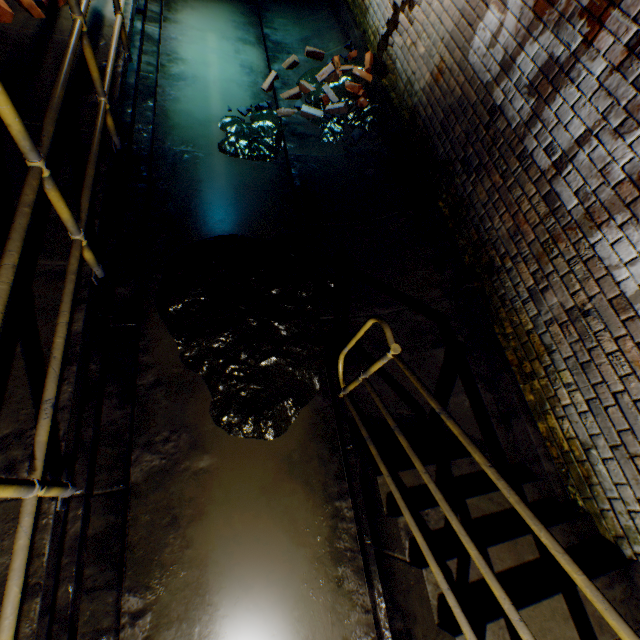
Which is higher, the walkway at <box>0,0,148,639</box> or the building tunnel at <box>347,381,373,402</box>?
the walkway at <box>0,0,148,639</box>

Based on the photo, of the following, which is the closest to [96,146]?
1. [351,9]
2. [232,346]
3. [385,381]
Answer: [232,346]

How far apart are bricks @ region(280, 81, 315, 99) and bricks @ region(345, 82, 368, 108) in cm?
28

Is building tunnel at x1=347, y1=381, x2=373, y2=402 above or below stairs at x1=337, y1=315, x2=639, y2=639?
below

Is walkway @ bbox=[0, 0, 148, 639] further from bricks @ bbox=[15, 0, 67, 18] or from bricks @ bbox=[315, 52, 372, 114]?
bricks @ bbox=[315, 52, 372, 114]

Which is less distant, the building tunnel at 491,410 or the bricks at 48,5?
the building tunnel at 491,410

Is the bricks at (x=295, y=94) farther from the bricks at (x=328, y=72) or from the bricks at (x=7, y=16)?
the bricks at (x=7, y=16)

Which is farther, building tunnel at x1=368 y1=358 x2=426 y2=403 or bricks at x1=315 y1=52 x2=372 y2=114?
bricks at x1=315 y1=52 x2=372 y2=114
